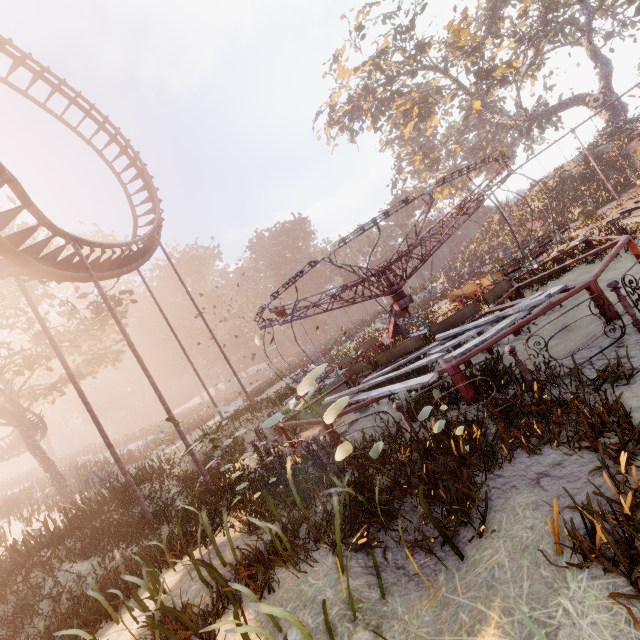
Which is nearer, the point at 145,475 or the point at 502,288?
the point at 502,288

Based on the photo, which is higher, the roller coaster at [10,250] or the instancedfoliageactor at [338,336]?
the roller coaster at [10,250]

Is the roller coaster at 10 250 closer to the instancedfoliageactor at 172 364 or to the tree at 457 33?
the instancedfoliageactor at 172 364

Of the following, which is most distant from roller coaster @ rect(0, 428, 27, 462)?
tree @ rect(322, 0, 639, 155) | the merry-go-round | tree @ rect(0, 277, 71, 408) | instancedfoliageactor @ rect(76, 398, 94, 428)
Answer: instancedfoliageactor @ rect(76, 398, 94, 428)

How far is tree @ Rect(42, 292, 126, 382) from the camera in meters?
20.3 m

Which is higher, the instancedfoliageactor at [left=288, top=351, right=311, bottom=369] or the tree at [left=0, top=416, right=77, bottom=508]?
the tree at [left=0, top=416, right=77, bottom=508]

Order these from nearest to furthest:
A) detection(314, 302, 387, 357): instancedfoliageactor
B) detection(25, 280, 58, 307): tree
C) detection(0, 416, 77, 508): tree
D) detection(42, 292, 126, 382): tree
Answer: detection(314, 302, 387, 357): instancedfoliageactor, detection(25, 280, 58, 307): tree, detection(0, 416, 77, 508): tree, detection(42, 292, 126, 382): tree

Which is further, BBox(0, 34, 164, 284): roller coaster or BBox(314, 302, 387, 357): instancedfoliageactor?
BBox(314, 302, 387, 357): instancedfoliageactor
